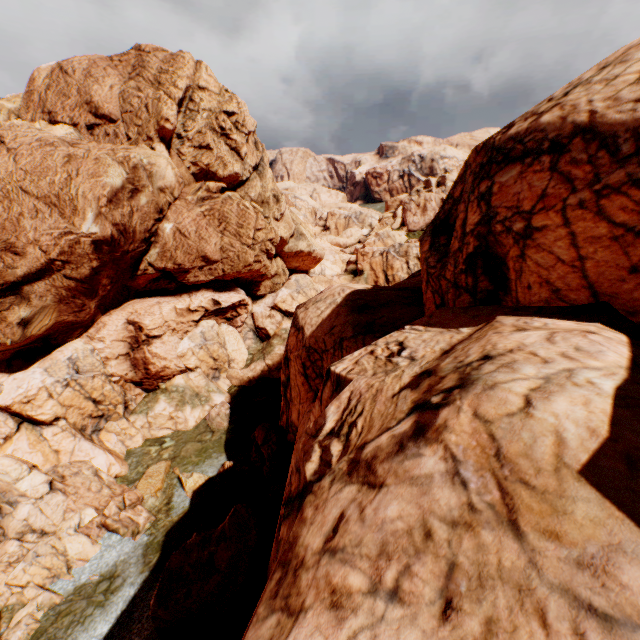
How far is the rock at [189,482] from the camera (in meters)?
23.16

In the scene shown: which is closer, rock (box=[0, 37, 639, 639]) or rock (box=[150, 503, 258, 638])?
rock (box=[0, 37, 639, 639])

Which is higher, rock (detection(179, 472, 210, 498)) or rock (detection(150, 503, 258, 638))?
rock (detection(150, 503, 258, 638))

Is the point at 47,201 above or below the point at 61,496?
above

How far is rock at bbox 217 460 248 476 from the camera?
24.28m

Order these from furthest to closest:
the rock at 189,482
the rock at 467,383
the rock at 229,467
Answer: the rock at 229,467
the rock at 189,482
the rock at 467,383

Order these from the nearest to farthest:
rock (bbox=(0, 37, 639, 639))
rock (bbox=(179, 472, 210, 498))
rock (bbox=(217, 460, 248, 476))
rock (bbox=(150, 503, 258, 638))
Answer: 1. rock (bbox=(0, 37, 639, 639))
2. rock (bbox=(150, 503, 258, 638))
3. rock (bbox=(179, 472, 210, 498))
4. rock (bbox=(217, 460, 248, 476))
